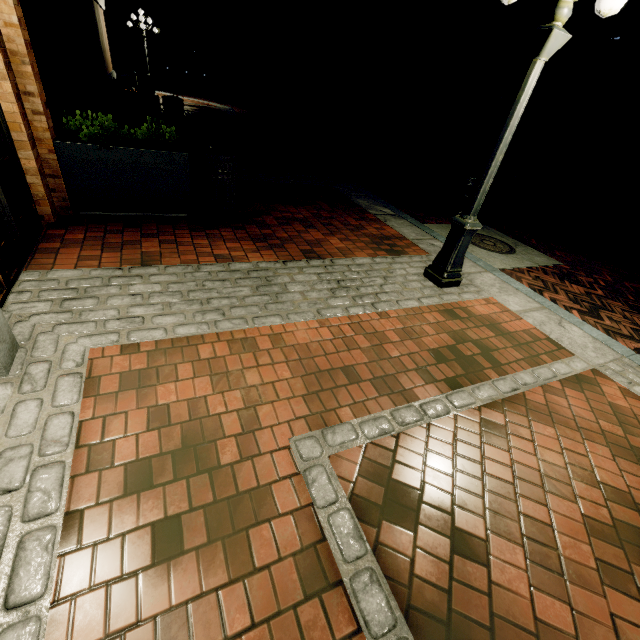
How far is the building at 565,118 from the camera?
16.3m

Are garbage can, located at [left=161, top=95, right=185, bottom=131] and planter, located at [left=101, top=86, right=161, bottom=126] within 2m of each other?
yes

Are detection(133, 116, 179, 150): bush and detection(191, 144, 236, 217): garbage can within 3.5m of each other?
yes

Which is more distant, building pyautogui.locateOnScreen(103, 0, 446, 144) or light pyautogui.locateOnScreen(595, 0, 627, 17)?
building pyautogui.locateOnScreen(103, 0, 446, 144)

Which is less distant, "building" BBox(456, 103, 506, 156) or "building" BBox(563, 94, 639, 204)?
"building" BBox(563, 94, 639, 204)

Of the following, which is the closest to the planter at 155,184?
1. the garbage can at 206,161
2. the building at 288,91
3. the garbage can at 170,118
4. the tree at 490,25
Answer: the garbage can at 206,161

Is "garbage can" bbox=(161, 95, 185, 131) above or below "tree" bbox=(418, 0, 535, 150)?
below

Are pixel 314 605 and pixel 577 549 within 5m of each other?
yes
